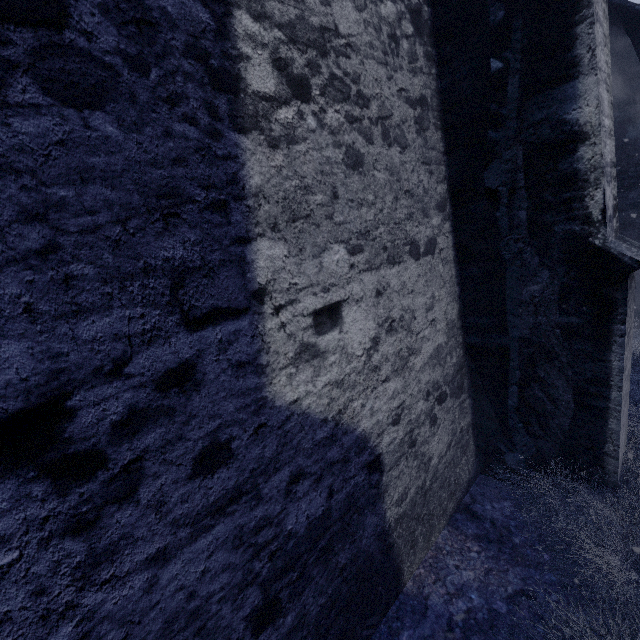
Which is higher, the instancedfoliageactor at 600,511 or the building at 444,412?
the building at 444,412

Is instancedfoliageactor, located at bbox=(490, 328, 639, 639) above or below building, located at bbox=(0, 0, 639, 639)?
below

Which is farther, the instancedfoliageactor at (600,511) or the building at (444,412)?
the instancedfoliageactor at (600,511)

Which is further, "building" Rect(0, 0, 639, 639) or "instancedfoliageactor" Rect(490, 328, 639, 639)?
"instancedfoliageactor" Rect(490, 328, 639, 639)

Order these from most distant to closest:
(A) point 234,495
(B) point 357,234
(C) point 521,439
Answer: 1. (C) point 521,439
2. (B) point 357,234
3. (A) point 234,495
